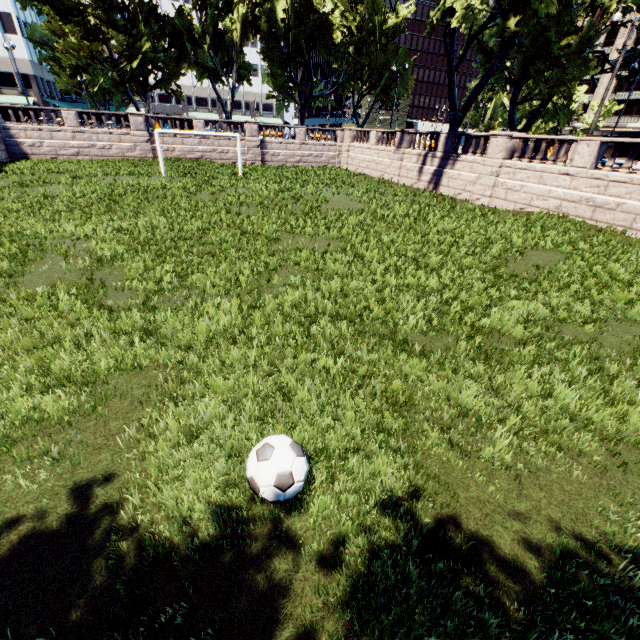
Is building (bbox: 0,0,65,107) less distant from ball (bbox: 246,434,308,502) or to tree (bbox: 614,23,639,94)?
tree (bbox: 614,23,639,94)

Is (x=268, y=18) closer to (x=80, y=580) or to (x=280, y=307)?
(x=280, y=307)

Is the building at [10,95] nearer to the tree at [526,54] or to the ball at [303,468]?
the tree at [526,54]

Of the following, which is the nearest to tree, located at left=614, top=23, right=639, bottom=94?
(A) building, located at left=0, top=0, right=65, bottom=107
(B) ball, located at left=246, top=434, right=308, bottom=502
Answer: (A) building, located at left=0, top=0, right=65, bottom=107

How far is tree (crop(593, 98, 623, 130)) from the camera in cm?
5288

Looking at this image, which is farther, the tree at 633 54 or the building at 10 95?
the building at 10 95

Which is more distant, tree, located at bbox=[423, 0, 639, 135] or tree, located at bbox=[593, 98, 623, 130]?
tree, located at bbox=[593, 98, 623, 130]

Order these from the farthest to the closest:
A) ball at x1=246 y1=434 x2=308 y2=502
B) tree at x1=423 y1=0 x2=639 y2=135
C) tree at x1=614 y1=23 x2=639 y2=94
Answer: tree at x1=614 y1=23 x2=639 y2=94, tree at x1=423 y1=0 x2=639 y2=135, ball at x1=246 y1=434 x2=308 y2=502
